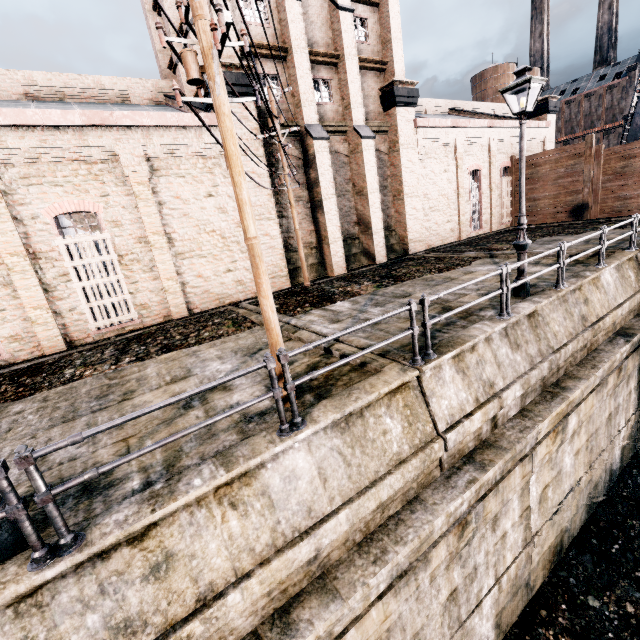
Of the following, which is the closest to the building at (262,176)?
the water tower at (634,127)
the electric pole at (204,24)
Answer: → the electric pole at (204,24)

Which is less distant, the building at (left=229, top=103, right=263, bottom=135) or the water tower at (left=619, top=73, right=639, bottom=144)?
the building at (left=229, top=103, right=263, bottom=135)

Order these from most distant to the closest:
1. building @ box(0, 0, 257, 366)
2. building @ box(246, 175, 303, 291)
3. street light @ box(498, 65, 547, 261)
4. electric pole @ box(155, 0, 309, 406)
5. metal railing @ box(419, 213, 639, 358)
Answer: building @ box(246, 175, 303, 291) < building @ box(0, 0, 257, 366) < street light @ box(498, 65, 547, 261) < metal railing @ box(419, 213, 639, 358) < electric pole @ box(155, 0, 309, 406)

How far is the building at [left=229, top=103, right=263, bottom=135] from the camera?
14.39m

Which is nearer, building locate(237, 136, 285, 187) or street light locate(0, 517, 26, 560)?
street light locate(0, 517, 26, 560)

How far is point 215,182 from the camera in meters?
14.5 m

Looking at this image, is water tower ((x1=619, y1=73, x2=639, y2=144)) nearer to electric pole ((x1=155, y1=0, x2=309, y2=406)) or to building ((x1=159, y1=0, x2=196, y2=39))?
building ((x1=159, y1=0, x2=196, y2=39))

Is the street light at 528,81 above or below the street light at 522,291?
above
